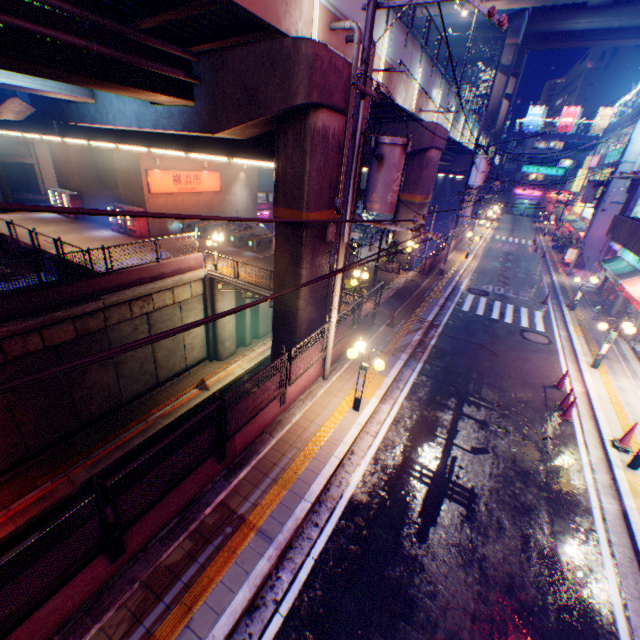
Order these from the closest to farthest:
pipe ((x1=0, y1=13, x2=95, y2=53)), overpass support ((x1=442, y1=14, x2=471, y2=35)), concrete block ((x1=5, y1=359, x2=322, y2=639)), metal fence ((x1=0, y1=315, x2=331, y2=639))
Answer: metal fence ((x1=0, y1=315, x2=331, y2=639)) → concrete block ((x1=5, y1=359, x2=322, y2=639)) → pipe ((x1=0, y1=13, x2=95, y2=53)) → overpass support ((x1=442, y1=14, x2=471, y2=35))

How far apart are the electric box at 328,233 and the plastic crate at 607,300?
18.0m

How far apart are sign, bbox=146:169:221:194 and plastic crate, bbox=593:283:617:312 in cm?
2879

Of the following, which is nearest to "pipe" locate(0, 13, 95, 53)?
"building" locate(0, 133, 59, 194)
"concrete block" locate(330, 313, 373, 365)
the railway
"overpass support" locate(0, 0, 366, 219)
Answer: "overpass support" locate(0, 0, 366, 219)

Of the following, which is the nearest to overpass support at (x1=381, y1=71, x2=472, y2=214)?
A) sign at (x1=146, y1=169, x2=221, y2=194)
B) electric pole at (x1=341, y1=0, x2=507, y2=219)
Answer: electric pole at (x1=341, y1=0, x2=507, y2=219)

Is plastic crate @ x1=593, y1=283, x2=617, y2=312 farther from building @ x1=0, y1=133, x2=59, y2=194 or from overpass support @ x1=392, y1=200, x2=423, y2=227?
building @ x1=0, y1=133, x2=59, y2=194

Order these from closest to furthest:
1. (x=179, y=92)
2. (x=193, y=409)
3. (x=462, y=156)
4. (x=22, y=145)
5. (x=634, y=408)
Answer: (x=179, y=92) < (x=634, y=408) < (x=193, y=409) < (x=22, y=145) < (x=462, y=156)

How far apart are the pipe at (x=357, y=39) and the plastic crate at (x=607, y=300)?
16.8 meters
